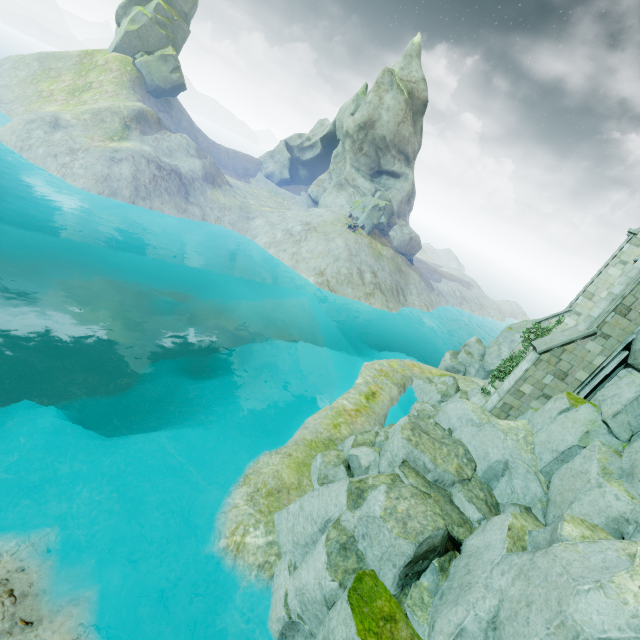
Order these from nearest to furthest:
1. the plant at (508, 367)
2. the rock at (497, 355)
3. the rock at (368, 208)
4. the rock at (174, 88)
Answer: the plant at (508, 367), the rock at (497, 355), the rock at (368, 208), the rock at (174, 88)

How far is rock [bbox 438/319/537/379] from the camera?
27.6m

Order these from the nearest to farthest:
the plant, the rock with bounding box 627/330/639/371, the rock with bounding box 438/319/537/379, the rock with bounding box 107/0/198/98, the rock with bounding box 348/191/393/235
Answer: the rock with bounding box 627/330/639/371
the plant
the rock with bounding box 438/319/537/379
the rock with bounding box 348/191/393/235
the rock with bounding box 107/0/198/98

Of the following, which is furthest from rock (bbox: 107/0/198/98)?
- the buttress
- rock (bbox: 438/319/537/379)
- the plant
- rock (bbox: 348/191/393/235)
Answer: the buttress

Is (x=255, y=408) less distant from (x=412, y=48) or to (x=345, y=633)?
(x=345, y=633)

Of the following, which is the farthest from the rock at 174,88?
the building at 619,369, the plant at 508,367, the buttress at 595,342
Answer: the building at 619,369

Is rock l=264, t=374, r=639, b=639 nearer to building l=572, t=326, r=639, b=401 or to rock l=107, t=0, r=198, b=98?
building l=572, t=326, r=639, b=401

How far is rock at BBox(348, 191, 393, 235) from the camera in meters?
43.6
